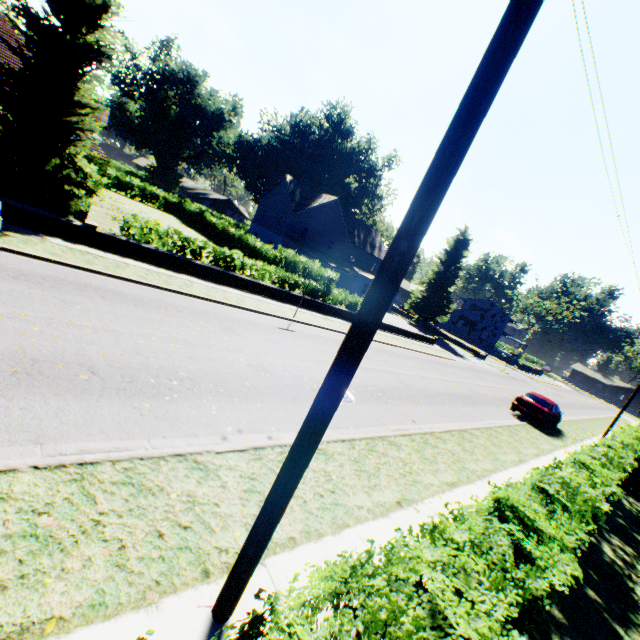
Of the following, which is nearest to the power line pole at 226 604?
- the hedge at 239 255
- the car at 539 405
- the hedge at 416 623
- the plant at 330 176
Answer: the hedge at 416 623

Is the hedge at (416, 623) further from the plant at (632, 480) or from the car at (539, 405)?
the plant at (632, 480)

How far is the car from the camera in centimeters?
1831cm

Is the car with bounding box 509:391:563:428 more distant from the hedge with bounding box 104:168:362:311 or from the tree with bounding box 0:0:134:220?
the tree with bounding box 0:0:134:220

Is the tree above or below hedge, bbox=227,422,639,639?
above

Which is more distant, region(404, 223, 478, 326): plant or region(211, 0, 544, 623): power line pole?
region(404, 223, 478, 326): plant

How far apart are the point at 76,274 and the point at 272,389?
7.5 meters

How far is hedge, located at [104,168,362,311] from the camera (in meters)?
15.99
